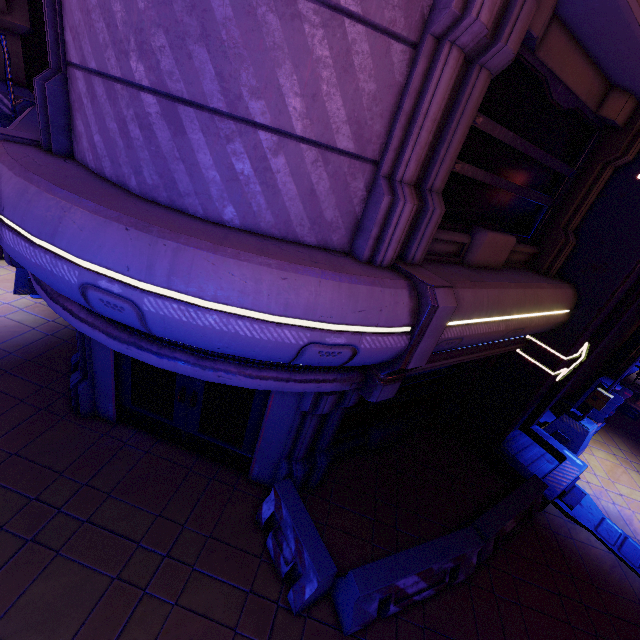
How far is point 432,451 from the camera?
8.0m

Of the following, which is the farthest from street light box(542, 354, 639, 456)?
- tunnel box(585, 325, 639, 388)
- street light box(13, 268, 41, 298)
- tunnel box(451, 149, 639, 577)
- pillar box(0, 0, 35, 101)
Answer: pillar box(0, 0, 35, 101)

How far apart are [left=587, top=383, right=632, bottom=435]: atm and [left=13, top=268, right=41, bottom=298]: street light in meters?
16.0

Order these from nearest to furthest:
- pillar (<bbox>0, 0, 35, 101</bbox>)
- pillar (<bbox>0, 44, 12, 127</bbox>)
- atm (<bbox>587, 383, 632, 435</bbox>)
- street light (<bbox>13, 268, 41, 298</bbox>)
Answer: street light (<bbox>13, 268, 41, 298</bbox>), atm (<bbox>587, 383, 632, 435</bbox>), pillar (<bbox>0, 0, 35, 101</bbox>), pillar (<bbox>0, 44, 12, 127</bbox>)

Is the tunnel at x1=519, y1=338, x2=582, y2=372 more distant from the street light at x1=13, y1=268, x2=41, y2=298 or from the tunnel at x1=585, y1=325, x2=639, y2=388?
the street light at x1=13, y1=268, x2=41, y2=298

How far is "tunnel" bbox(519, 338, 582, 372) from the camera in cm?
684

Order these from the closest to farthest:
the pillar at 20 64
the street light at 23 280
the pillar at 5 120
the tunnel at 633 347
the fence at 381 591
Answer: the fence at 381 591, the street light at 23 280, the tunnel at 633 347, the pillar at 20 64, the pillar at 5 120

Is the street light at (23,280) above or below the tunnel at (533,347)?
below
